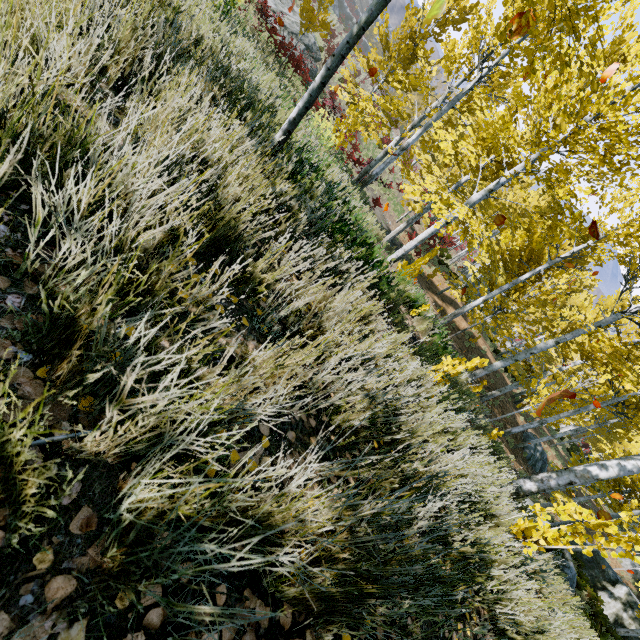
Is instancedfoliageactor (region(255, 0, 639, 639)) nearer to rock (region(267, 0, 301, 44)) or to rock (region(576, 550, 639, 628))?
rock (region(576, 550, 639, 628))

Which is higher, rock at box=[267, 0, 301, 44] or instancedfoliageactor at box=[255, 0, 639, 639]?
instancedfoliageactor at box=[255, 0, 639, 639]

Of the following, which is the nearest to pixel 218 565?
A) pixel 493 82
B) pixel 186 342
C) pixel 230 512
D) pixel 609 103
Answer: pixel 230 512

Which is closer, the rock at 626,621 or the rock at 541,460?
the rock at 626,621

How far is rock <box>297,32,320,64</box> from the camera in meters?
21.5 m

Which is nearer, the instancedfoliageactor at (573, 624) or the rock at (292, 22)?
the instancedfoliageactor at (573, 624)

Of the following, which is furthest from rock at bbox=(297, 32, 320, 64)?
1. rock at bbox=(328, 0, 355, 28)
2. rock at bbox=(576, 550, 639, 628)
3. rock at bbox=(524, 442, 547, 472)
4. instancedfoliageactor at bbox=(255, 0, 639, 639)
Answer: rock at bbox=(328, 0, 355, 28)

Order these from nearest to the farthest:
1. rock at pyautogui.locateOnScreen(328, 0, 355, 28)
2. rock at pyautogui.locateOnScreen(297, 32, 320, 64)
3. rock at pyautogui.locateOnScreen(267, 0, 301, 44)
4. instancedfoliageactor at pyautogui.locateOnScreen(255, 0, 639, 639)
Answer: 1. instancedfoliageactor at pyautogui.locateOnScreen(255, 0, 639, 639)
2. rock at pyautogui.locateOnScreen(267, 0, 301, 44)
3. rock at pyautogui.locateOnScreen(297, 32, 320, 64)
4. rock at pyautogui.locateOnScreen(328, 0, 355, 28)
